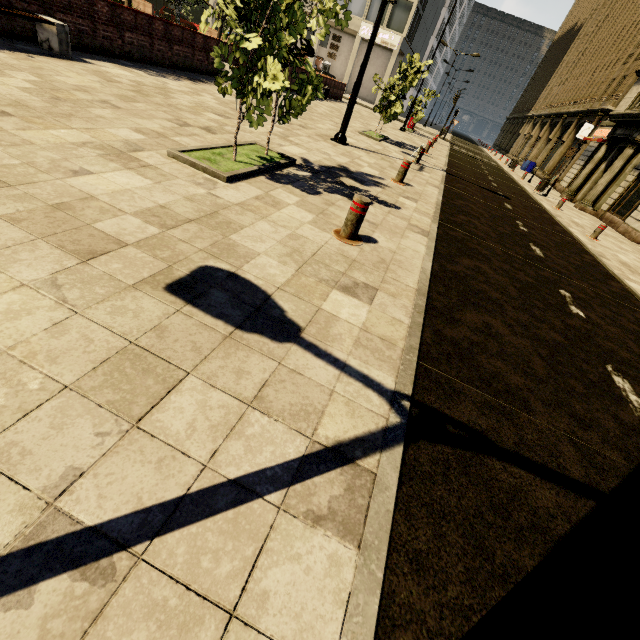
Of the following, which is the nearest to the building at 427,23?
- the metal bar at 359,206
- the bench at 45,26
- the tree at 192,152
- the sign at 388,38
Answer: the sign at 388,38

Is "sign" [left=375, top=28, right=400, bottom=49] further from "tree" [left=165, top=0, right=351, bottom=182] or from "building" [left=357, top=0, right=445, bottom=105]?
"tree" [left=165, top=0, right=351, bottom=182]

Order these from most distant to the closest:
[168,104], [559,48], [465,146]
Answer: [559,48] < [465,146] < [168,104]

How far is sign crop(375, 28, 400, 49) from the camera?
36.0 meters

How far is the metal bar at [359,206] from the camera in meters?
4.0

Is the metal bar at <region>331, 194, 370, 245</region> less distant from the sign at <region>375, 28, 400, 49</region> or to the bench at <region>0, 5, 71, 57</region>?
the bench at <region>0, 5, 71, 57</region>

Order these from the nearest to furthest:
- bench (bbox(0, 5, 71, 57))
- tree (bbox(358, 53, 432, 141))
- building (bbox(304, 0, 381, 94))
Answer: bench (bbox(0, 5, 71, 57)) → tree (bbox(358, 53, 432, 141)) → building (bbox(304, 0, 381, 94))

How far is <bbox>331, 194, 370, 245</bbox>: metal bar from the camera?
4.03m
